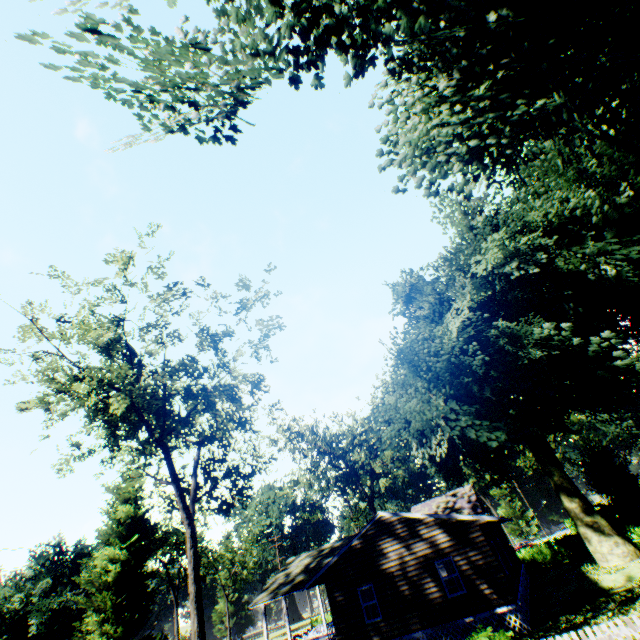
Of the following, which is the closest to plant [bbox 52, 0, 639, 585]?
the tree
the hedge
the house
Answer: the hedge

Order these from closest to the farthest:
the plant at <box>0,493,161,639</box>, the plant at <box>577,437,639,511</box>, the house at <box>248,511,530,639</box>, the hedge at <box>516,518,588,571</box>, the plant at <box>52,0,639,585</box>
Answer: the plant at <box>52,0,639,585</box> → the house at <box>248,511,530,639</box> → the plant at <box>0,493,161,639</box> → the plant at <box>577,437,639,511</box> → the hedge at <box>516,518,588,571</box>

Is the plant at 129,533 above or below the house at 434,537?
above

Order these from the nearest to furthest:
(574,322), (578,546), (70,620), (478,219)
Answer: (478,219)
(574,322)
(578,546)
(70,620)

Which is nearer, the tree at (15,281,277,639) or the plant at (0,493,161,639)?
the tree at (15,281,277,639)

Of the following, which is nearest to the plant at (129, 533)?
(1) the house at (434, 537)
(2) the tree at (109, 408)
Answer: (1) the house at (434, 537)
